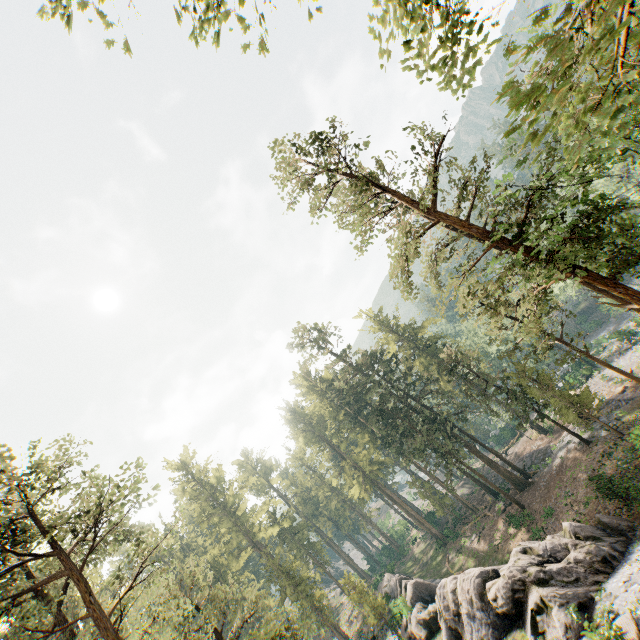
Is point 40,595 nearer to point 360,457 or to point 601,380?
point 360,457

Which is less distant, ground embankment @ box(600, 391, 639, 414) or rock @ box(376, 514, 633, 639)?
rock @ box(376, 514, 633, 639)

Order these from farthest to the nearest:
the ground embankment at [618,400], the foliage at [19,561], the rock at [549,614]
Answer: the ground embankment at [618,400] → the rock at [549,614] → the foliage at [19,561]

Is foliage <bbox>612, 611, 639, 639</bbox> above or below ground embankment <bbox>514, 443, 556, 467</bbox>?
above

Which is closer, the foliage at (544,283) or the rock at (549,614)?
the foliage at (544,283)

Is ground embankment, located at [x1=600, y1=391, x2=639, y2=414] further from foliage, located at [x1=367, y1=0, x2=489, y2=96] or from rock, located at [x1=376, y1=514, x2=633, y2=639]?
rock, located at [x1=376, y1=514, x2=633, y2=639]
